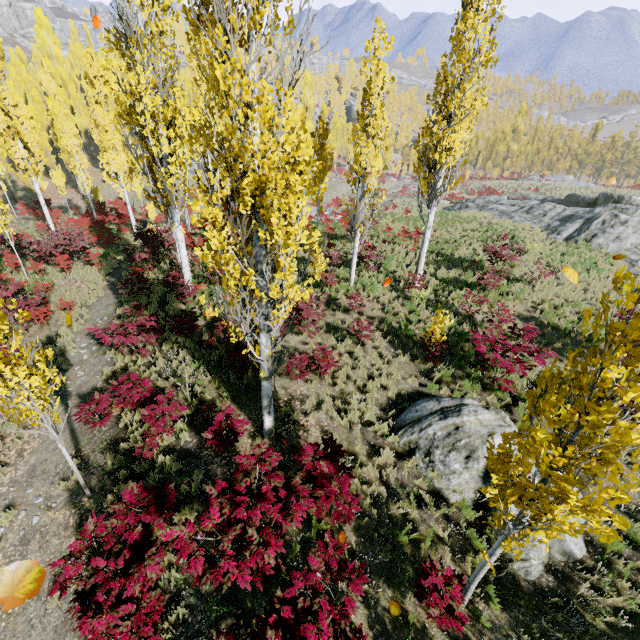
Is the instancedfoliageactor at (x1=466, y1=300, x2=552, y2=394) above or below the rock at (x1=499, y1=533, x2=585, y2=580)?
above

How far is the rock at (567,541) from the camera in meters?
6.0

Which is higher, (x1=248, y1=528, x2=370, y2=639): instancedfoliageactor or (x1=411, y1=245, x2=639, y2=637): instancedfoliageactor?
(x1=411, y1=245, x2=639, y2=637): instancedfoliageactor

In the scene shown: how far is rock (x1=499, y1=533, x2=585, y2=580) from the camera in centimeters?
596cm

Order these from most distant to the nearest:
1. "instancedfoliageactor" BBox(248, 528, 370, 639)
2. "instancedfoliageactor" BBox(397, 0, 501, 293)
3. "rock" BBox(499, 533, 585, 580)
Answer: "instancedfoliageactor" BBox(397, 0, 501, 293) → "rock" BBox(499, 533, 585, 580) → "instancedfoliageactor" BBox(248, 528, 370, 639)

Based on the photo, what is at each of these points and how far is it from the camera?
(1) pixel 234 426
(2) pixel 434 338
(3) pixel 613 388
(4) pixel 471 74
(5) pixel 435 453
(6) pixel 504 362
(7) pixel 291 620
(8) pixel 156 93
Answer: (1) instancedfoliageactor, 7.2 meters
(2) instancedfoliageactor, 10.2 meters
(3) instancedfoliageactor, 2.4 meters
(4) instancedfoliageactor, 9.6 meters
(5) rock, 7.5 meters
(6) instancedfoliageactor, 8.4 meters
(7) instancedfoliageactor, 4.5 meters
(8) instancedfoliageactor, 10.3 meters

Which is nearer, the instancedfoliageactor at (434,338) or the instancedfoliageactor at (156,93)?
the instancedfoliageactor at (156,93)
